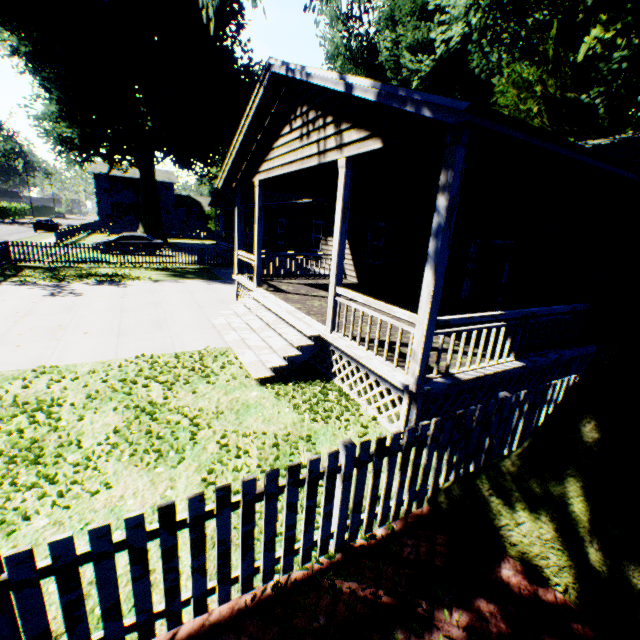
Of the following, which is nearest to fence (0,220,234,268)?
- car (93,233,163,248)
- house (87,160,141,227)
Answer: house (87,160,141,227)

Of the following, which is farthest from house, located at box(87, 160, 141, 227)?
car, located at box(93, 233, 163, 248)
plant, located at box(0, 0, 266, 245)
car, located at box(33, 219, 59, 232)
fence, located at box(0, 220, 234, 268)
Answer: car, located at box(93, 233, 163, 248)

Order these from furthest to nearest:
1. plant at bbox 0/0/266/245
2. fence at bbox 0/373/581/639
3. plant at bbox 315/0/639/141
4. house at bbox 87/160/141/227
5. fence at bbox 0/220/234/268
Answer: house at bbox 87/160/141/227 → plant at bbox 0/0/266/245 → fence at bbox 0/220/234/268 → plant at bbox 315/0/639/141 → fence at bbox 0/373/581/639

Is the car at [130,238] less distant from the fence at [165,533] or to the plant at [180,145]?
the fence at [165,533]

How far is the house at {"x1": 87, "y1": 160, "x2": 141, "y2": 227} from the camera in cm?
4494

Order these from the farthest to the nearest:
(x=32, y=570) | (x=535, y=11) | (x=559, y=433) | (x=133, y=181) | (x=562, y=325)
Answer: (x=133, y=181) < (x=535, y=11) < (x=562, y=325) < (x=559, y=433) < (x=32, y=570)

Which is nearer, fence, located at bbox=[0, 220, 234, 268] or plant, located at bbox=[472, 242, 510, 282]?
plant, located at bbox=[472, 242, 510, 282]

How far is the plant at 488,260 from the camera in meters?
15.3
